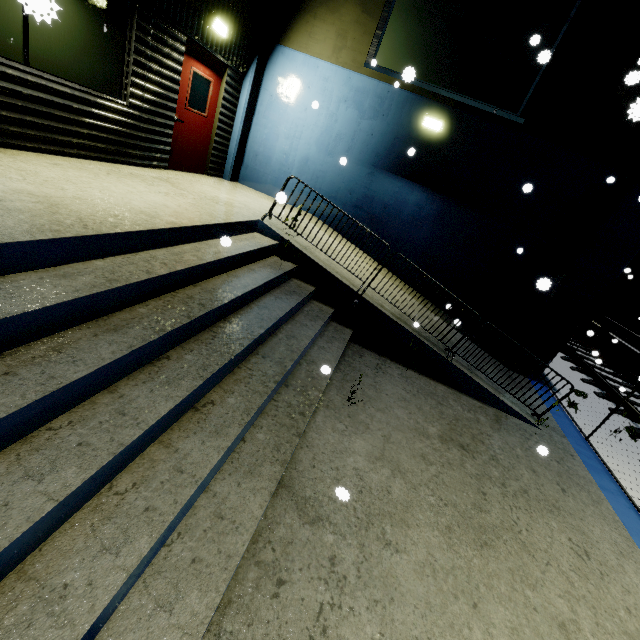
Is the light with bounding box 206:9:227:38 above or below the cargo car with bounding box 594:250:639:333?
above

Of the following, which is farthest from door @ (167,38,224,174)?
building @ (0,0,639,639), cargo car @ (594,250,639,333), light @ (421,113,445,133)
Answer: cargo car @ (594,250,639,333)

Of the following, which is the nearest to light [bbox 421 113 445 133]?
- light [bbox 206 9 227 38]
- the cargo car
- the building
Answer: the building

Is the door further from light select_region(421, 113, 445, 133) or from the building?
light select_region(421, 113, 445, 133)

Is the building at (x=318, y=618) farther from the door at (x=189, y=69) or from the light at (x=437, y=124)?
the light at (x=437, y=124)

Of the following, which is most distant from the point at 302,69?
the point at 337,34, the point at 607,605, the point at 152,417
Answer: the point at 607,605

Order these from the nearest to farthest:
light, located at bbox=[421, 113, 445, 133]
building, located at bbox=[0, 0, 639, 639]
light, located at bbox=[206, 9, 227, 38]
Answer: building, located at bbox=[0, 0, 639, 639] < light, located at bbox=[206, 9, 227, 38] < light, located at bbox=[421, 113, 445, 133]

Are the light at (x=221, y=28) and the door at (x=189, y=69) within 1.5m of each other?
yes
